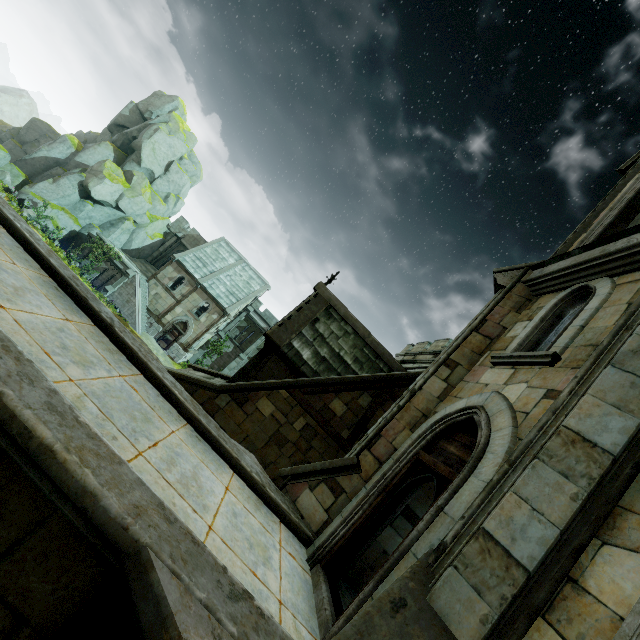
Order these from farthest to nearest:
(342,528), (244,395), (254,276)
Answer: (254,276) → (244,395) → (342,528)

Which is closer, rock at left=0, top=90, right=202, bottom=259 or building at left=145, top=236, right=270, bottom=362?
rock at left=0, top=90, right=202, bottom=259

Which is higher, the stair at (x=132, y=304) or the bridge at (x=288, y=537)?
the bridge at (x=288, y=537)

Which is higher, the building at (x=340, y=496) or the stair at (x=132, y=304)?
the building at (x=340, y=496)

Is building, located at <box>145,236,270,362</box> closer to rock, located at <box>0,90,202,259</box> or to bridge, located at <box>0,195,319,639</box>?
bridge, located at <box>0,195,319,639</box>

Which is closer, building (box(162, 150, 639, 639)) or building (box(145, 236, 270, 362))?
building (box(162, 150, 639, 639))

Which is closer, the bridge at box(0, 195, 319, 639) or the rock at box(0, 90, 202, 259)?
the bridge at box(0, 195, 319, 639)

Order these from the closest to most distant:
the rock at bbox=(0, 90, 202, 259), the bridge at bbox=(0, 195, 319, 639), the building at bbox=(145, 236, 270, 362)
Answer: the bridge at bbox=(0, 195, 319, 639) < the rock at bbox=(0, 90, 202, 259) < the building at bbox=(145, 236, 270, 362)
